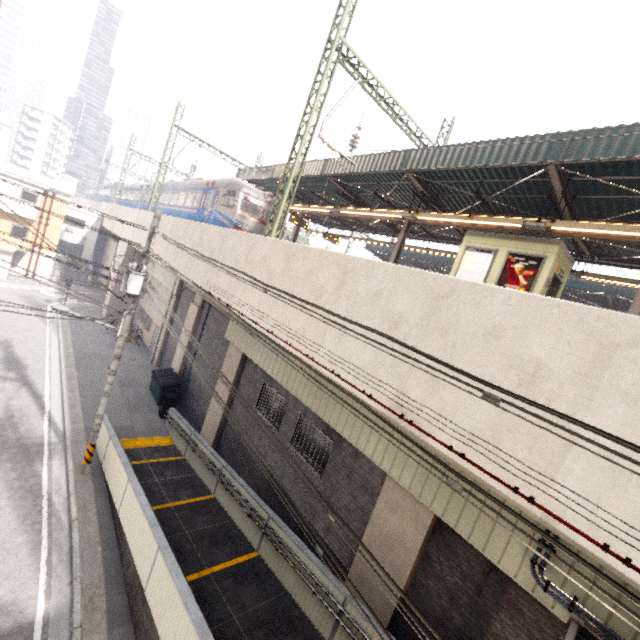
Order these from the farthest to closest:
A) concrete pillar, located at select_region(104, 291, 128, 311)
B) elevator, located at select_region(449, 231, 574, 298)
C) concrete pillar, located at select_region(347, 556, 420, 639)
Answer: concrete pillar, located at select_region(104, 291, 128, 311)
elevator, located at select_region(449, 231, 574, 298)
concrete pillar, located at select_region(347, 556, 420, 639)

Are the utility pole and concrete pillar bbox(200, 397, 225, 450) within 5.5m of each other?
yes

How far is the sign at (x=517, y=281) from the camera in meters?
11.2 m

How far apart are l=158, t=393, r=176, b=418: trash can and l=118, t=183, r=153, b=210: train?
24.00m

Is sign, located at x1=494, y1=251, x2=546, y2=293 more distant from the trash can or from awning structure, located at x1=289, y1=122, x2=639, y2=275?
the trash can

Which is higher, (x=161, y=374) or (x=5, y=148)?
(x=5, y=148)

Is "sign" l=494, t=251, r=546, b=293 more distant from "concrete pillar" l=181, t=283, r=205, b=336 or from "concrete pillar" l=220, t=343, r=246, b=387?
"concrete pillar" l=181, t=283, r=205, b=336

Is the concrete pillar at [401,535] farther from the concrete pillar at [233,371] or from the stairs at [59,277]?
the stairs at [59,277]
